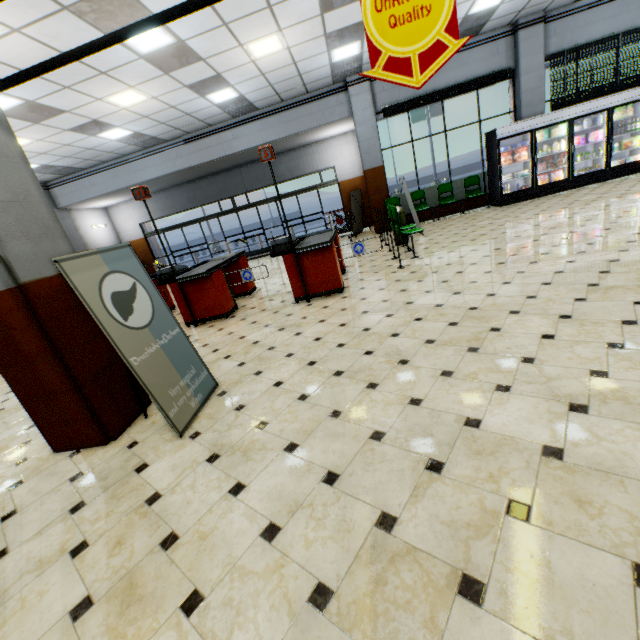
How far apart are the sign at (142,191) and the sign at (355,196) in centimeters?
839cm

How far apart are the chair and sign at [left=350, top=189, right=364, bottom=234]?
4.8 meters

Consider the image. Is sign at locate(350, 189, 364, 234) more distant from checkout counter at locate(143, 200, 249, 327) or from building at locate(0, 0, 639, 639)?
checkout counter at locate(143, 200, 249, 327)

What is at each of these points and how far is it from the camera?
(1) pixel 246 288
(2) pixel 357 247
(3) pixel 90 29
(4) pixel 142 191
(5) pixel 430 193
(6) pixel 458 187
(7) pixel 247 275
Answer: (1) checkout counter, 7.4m
(2) rail gate base, 5.9m
(3) building, 5.1m
(4) sign, 5.2m
(5) hedge, 11.6m
(6) hedge, 11.5m
(7) rail gate base, 6.3m

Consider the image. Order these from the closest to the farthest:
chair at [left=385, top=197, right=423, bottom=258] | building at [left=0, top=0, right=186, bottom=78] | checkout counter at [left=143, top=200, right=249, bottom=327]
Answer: building at [left=0, top=0, right=186, bottom=78] < checkout counter at [left=143, top=200, right=249, bottom=327] < chair at [left=385, top=197, right=423, bottom=258]

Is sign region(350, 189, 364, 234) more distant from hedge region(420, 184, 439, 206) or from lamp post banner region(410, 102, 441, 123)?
lamp post banner region(410, 102, 441, 123)

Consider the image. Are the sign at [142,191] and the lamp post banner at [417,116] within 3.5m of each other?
no

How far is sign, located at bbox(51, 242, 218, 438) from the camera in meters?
2.5
